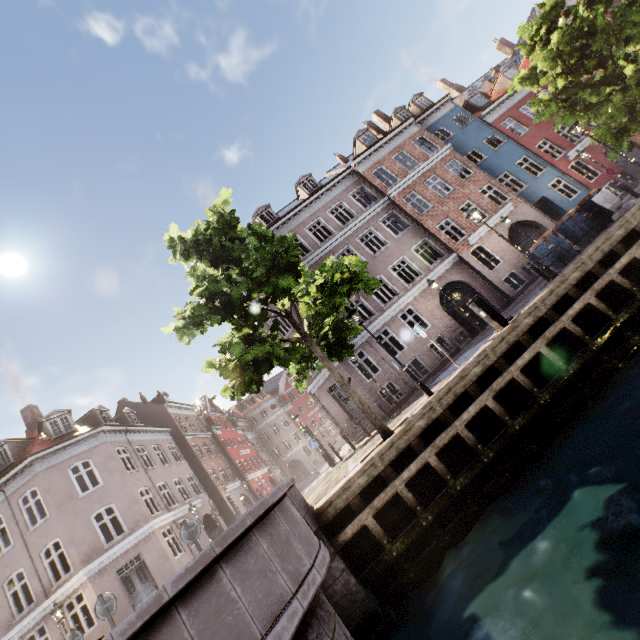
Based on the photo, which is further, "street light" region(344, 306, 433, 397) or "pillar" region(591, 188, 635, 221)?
"pillar" region(591, 188, 635, 221)

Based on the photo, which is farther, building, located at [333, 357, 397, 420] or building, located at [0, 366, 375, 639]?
building, located at [333, 357, 397, 420]

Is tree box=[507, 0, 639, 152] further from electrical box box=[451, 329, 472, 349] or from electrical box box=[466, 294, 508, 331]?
electrical box box=[451, 329, 472, 349]

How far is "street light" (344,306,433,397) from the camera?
10.0m

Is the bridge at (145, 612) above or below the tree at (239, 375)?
below

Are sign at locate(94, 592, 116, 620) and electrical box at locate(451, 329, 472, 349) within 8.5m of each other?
no

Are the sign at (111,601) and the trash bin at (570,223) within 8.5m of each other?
no

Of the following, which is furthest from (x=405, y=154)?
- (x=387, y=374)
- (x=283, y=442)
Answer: (x=283, y=442)
